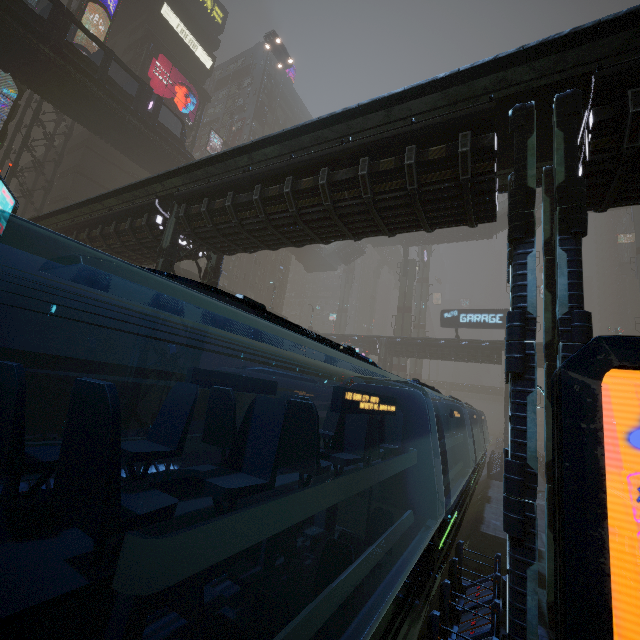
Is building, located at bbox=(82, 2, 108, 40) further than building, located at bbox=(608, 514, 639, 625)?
Yes

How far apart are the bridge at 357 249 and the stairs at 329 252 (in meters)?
0.00

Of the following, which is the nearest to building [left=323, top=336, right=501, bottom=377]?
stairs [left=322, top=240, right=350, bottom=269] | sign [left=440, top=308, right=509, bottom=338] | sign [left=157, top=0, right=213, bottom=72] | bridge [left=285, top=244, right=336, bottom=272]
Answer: sign [left=157, top=0, right=213, bottom=72]

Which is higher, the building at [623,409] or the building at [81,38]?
the building at [81,38]

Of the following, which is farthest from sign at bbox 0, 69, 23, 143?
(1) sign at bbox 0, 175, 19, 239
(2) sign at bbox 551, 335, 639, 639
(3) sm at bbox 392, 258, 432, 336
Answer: (2) sign at bbox 551, 335, 639, 639

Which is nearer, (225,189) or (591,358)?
(591,358)

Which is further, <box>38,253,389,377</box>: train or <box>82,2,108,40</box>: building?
<box>82,2,108,40</box>: building

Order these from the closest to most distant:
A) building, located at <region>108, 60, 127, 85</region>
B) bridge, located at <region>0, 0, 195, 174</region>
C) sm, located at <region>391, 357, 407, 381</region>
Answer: bridge, located at <region>0, 0, 195, 174</region> < building, located at <region>108, 60, 127, 85</region> < sm, located at <region>391, 357, 407, 381</region>
